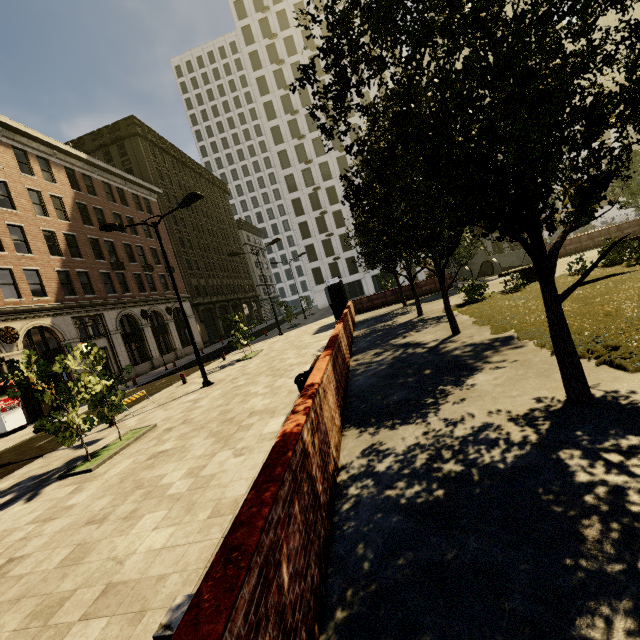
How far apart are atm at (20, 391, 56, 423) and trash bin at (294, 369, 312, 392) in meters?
19.1 m

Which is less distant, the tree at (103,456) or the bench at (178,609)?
the bench at (178,609)

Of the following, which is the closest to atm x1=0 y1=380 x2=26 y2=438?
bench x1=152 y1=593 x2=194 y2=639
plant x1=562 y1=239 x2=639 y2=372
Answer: bench x1=152 y1=593 x2=194 y2=639

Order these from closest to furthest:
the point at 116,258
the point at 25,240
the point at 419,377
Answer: the point at 419,377
the point at 25,240
the point at 116,258

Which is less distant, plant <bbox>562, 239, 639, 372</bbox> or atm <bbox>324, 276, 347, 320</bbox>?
plant <bbox>562, 239, 639, 372</bbox>

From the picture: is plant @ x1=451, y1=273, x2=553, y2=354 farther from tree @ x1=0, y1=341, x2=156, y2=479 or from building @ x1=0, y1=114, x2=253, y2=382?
building @ x1=0, y1=114, x2=253, y2=382

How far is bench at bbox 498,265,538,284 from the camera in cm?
1600

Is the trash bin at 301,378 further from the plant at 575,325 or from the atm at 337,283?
the atm at 337,283
